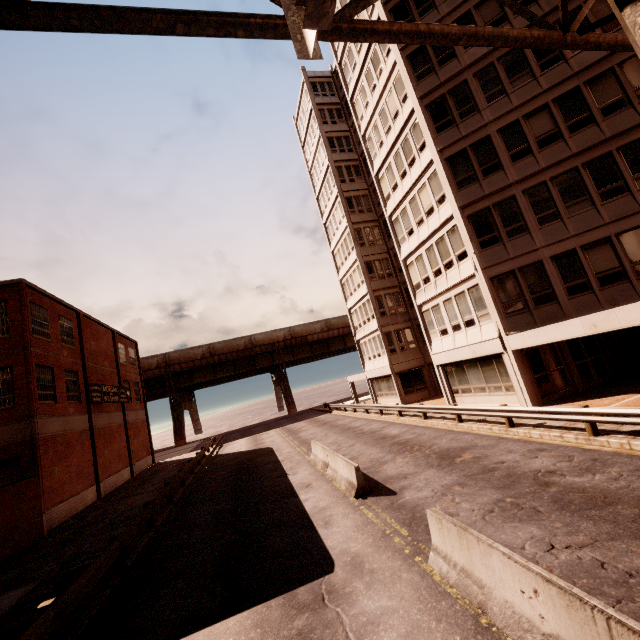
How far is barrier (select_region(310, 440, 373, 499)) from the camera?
10.92m

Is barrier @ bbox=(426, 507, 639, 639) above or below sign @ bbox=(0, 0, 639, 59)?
below

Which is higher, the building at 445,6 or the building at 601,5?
the building at 445,6

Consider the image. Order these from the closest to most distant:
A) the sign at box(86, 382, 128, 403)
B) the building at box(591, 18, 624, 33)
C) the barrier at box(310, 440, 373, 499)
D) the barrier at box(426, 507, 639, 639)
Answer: the barrier at box(426, 507, 639, 639) → the barrier at box(310, 440, 373, 499) → the building at box(591, 18, 624, 33) → the sign at box(86, 382, 128, 403)

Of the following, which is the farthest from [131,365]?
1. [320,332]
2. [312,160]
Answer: [312,160]

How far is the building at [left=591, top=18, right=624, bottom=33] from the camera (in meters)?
14.84

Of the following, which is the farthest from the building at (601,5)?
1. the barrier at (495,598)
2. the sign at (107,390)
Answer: the sign at (107,390)

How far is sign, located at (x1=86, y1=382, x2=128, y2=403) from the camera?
24.05m
